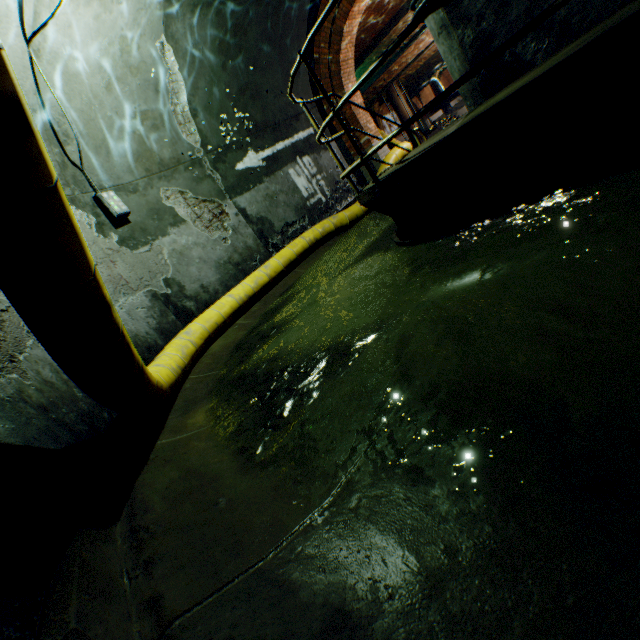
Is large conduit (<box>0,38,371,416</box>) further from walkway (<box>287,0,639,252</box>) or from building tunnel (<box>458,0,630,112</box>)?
walkway (<box>287,0,639,252</box>)

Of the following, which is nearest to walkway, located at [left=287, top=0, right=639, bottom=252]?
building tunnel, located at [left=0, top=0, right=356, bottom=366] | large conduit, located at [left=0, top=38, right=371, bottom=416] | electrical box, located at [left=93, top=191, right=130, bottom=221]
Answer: building tunnel, located at [left=0, top=0, right=356, bottom=366]

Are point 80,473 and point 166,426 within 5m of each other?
yes

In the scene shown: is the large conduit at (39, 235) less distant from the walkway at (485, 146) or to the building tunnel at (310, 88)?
the building tunnel at (310, 88)

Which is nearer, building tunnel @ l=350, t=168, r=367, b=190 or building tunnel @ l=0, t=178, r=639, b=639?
building tunnel @ l=0, t=178, r=639, b=639

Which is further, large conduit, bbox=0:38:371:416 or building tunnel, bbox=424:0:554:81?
building tunnel, bbox=424:0:554:81

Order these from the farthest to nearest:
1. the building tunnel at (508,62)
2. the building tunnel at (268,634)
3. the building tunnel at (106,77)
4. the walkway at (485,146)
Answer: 1. the building tunnel at (106,77)
2. the building tunnel at (508,62)
3. the walkway at (485,146)
4. the building tunnel at (268,634)

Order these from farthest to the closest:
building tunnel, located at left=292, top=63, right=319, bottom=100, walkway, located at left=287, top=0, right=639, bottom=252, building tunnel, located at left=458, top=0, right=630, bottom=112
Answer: building tunnel, located at left=292, top=63, right=319, bottom=100 < building tunnel, located at left=458, top=0, right=630, bottom=112 < walkway, located at left=287, top=0, right=639, bottom=252
